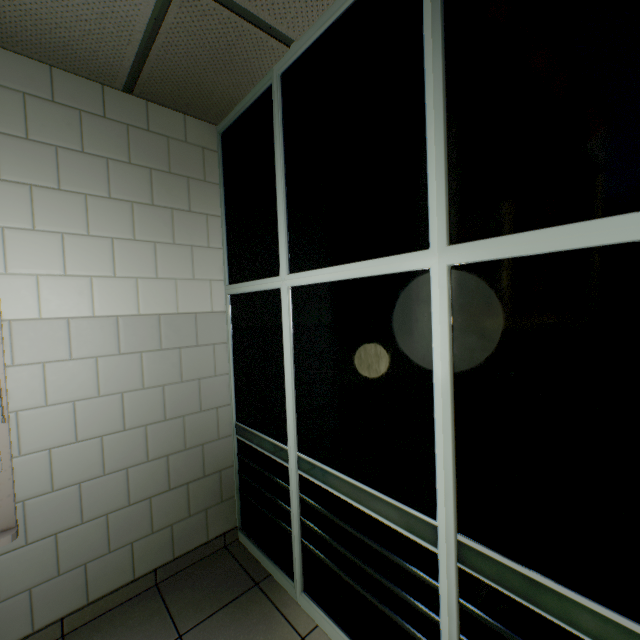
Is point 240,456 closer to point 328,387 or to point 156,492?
point 156,492
